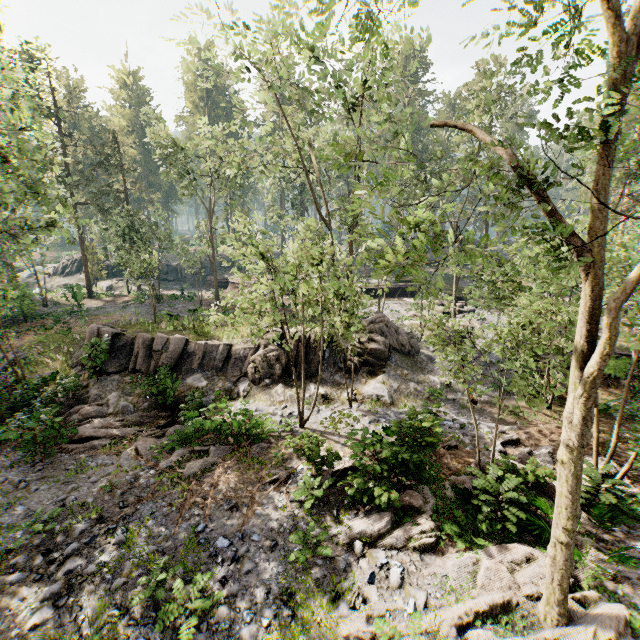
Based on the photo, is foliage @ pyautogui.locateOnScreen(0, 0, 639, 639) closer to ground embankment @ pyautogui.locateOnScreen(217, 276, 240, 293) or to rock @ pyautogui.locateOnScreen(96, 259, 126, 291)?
ground embankment @ pyautogui.locateOnScreen(217, 276, 240, 293)

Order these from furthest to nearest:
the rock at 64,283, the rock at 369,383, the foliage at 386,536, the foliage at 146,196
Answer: the rock at 64,283 < the rock at 369,383 < the foliage at 386,536 < the foliage at 146,196

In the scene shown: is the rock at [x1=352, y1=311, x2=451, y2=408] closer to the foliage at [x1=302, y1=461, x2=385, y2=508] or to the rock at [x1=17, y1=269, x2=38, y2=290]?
the foliage at [x1=302, y1=461, x2=385, y2=508]

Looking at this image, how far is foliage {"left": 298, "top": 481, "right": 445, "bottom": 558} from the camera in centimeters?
852cm

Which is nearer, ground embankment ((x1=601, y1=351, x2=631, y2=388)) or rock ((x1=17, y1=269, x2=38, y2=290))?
ground embankment ((x1=601, y1=351, x2=631, y2=388))

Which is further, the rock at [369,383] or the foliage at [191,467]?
the rock at [369,383]

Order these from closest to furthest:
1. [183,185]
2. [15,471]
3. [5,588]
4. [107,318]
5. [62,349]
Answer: [5,588] → [15,471] → [62,349] → [107,318] → [183,185]
